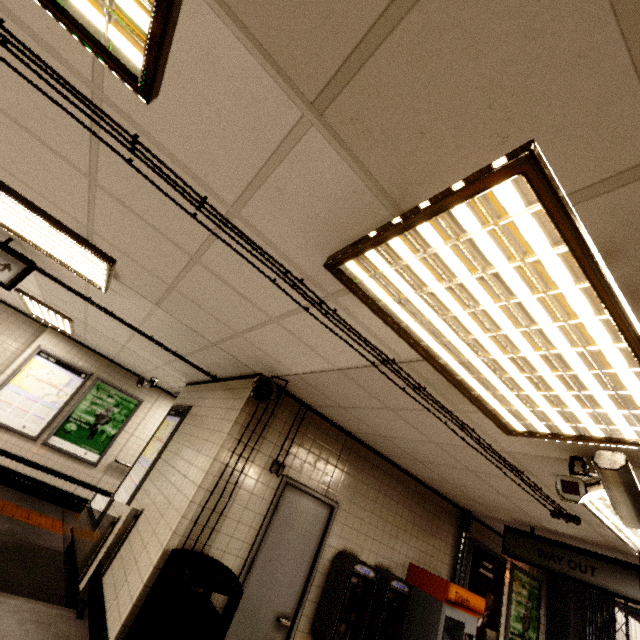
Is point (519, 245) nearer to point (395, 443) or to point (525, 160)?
point (525, 160)

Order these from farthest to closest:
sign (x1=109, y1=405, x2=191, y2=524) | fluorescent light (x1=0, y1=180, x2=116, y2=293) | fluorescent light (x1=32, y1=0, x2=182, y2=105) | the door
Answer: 1. sign (x1=109, y1=405, x2=191, y2=524)
2. the door
3. fluorescent light (x1=0, y1=180, x2=116, y2=293)
4. fluorescent light (x1=32, y1=0, x2=182, y2=105)

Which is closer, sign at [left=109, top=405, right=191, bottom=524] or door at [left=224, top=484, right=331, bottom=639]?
door at [left=224, top=484, right=331, bottom=639]

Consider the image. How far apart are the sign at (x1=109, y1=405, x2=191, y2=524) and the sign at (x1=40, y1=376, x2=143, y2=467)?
3.0m

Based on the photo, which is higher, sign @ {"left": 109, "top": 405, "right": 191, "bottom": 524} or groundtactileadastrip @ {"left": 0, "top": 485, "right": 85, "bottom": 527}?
sign @ {"left": 109, "top": 405, "right": 191, "bottom": 524}

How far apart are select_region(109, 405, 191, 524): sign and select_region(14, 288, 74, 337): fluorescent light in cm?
245

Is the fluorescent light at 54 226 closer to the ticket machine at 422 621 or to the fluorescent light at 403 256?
the fluorescent light at 403 256

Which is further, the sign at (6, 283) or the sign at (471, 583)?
the sign at (471, 583)
